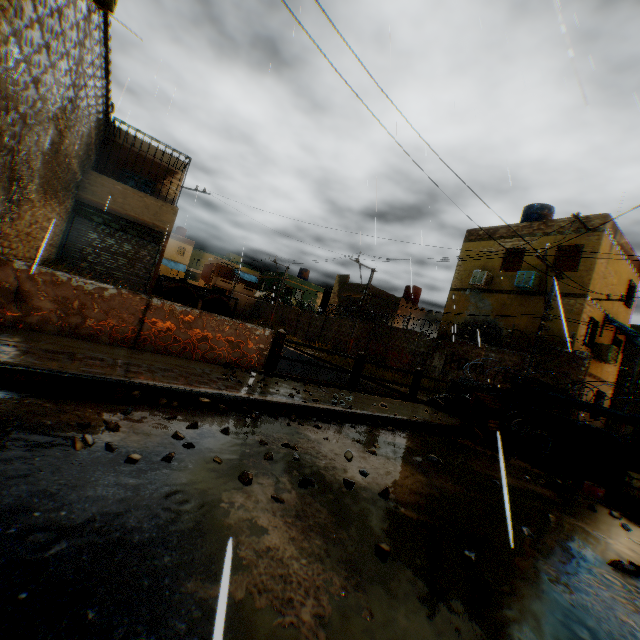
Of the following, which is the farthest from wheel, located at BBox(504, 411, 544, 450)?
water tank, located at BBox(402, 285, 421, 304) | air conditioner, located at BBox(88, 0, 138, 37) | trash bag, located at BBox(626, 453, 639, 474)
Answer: water tank, located at BBox(402, 285, 421, 304)

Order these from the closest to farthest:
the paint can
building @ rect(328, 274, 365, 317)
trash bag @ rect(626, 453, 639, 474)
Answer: the paint can, trash bag @ rect(626, 453, 639, 474), building @ rect(328, 274, 365, 317)

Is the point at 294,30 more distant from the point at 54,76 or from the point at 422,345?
the point at 422,345

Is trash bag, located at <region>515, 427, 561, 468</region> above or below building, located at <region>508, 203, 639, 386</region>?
below

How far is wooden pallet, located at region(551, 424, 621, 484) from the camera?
5.94m

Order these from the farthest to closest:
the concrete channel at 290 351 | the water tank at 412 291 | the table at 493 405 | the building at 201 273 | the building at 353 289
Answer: the building at 201 273, the building at 353 289, the water tank at 412 291, the concrete channel at 290 351, the table at 493 405

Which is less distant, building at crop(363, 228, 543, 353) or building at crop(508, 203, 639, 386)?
building at crop(508, 203, 639, 386)

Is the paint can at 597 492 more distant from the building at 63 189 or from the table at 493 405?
the building at 63 189
